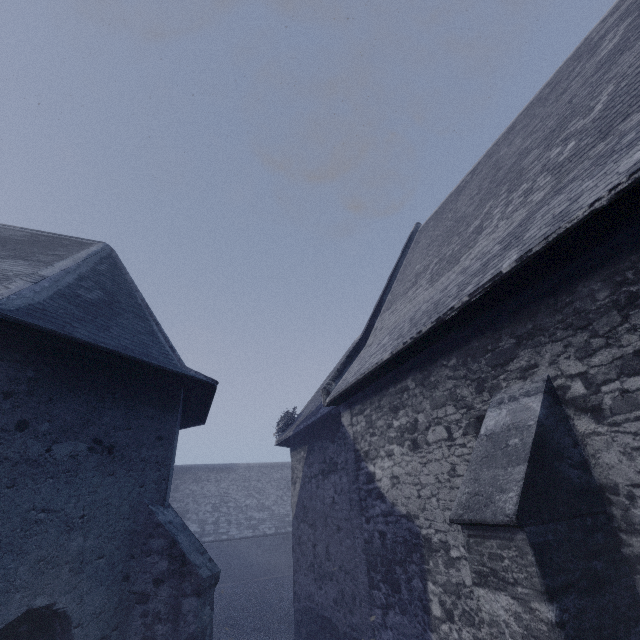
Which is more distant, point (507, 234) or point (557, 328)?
point (507, 234)
